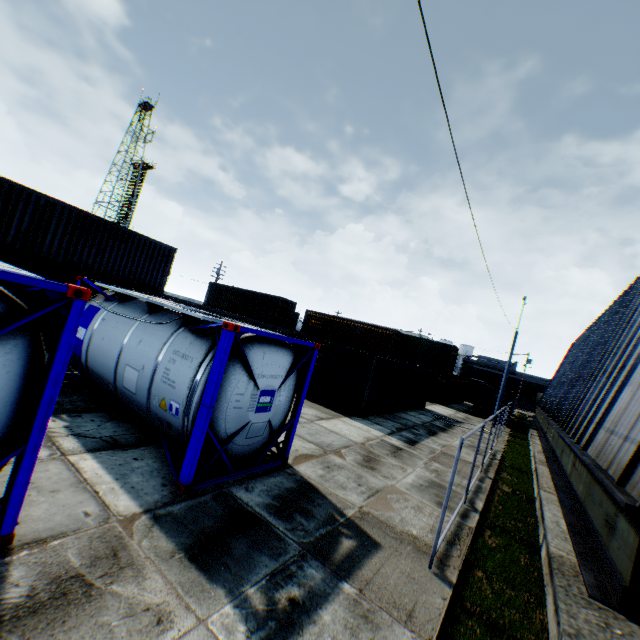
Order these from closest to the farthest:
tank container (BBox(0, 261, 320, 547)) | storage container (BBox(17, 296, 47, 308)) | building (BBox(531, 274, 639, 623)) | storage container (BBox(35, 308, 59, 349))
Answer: tank container (BBox(0, 261, 320, 547)) < building (BBox(531, 274, 639, 623)) < storage container (BBox(17, 296, 47, 308)) < storage container (BBox(35, 308, 59, 349))

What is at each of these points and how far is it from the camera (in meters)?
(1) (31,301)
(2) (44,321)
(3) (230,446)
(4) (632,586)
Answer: (1) storage container, 11.25
(2) storage container, 11.66
(3) tank container, 6.36
(4) building, 4.85

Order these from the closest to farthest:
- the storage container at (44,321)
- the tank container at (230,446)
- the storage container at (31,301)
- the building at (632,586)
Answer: the tank container at (230,446), the building at (632,586), the storage container at (31,301), the storage container at (44,321)

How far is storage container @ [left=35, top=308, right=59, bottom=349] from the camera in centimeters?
1162cm

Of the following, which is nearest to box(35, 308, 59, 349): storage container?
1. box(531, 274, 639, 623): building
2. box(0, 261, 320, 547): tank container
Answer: box(0, 261, 320, 547): tank container

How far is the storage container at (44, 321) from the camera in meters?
Result: 11.6
